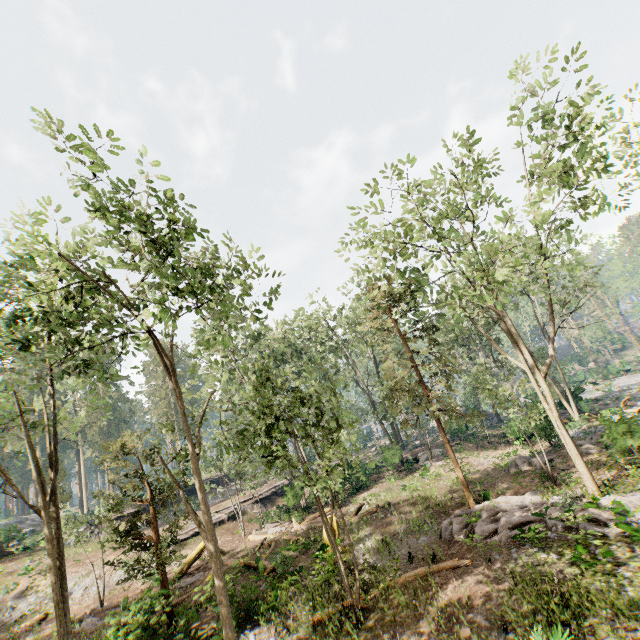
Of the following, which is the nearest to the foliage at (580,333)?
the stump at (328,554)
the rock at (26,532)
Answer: the rock at (26,532)

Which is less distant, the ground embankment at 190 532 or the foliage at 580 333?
the ground embankment at 190 532

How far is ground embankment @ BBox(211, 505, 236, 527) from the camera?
28.6m

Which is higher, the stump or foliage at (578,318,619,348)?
foliage at (578,318,619,348)

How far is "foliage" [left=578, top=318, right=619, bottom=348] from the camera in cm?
5357

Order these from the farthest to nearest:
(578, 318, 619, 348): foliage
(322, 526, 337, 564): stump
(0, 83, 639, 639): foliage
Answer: (578, 318, 619, 348): foliage < (322, 526, 337, 564): stump < (0, 83, 639, 639): foliage

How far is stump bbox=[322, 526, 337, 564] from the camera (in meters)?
16.14

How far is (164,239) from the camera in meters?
9.7 m
